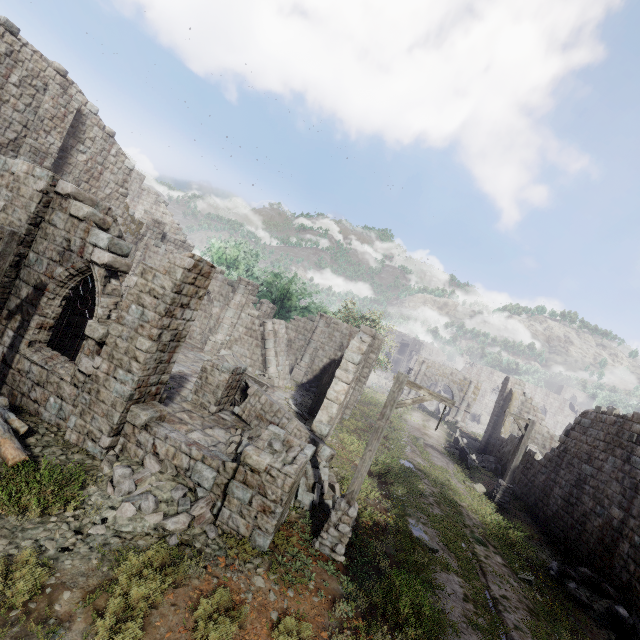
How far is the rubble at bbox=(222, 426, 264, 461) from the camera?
10.3 meters

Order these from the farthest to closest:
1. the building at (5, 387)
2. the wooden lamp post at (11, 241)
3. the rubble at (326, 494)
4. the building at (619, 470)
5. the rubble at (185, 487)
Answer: the building at (619, 470)
the rubble at (326, 494)
the building at (5, 387)
the wooden lamp post at (11, 241)
the rubble at (185, 487)

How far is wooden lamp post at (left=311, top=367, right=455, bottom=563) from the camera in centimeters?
783cm

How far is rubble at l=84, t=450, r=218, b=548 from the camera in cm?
643

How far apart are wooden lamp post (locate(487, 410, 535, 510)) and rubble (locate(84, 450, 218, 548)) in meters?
15.0

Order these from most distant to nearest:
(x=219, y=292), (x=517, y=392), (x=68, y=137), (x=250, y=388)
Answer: (x=517, y=392), (x=219, y=292), (x=68, y=137), (x=250, y=388)

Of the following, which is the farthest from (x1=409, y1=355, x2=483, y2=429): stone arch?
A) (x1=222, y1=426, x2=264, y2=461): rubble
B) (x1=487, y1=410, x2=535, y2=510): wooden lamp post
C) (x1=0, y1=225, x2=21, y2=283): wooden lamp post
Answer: (x1=0, y1=225, x2=21, y2=283): wooden lamp post

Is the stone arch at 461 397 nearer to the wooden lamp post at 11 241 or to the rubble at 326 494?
the rubble at 326 494
